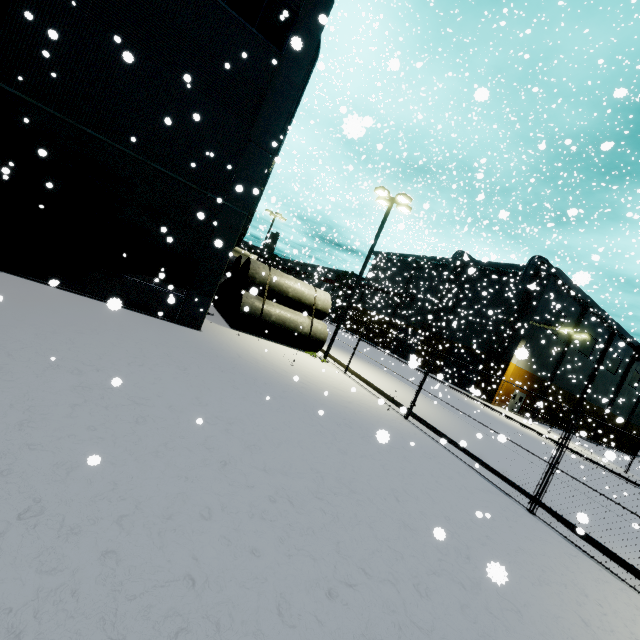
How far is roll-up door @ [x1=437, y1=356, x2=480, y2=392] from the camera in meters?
36.8 m

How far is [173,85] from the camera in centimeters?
1085cm

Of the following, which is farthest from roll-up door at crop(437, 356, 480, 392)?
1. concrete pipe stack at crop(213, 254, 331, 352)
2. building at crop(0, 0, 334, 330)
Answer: concrete pipe stack at crop(213, 254, 331, 352)

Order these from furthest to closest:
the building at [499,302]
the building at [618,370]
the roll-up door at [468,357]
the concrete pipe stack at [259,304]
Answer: the roll-up door at [468,357] → the building at [499,302] → the building at [618,370] → the concrete pipe stack at [259,304]

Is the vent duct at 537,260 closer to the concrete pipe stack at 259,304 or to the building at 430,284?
the building at 430,284

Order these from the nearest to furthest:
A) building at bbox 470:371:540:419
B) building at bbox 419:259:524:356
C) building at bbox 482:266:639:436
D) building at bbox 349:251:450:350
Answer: building at bbox 470:371:540:419 → building at bbox 482:266:639:436 → building at bbox 419:259:524:356 → building at bbox 349:251:450:350

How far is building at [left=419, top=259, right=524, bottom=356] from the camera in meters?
36.5
